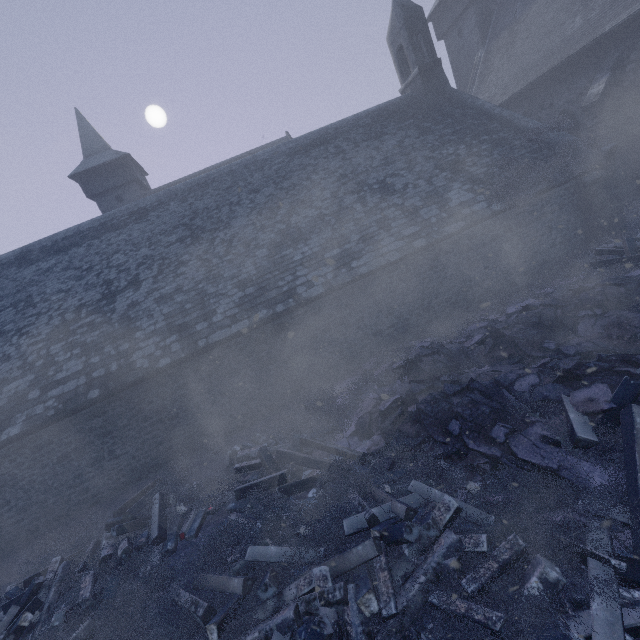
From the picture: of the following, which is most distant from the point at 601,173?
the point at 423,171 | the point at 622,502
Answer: the point at 622,502

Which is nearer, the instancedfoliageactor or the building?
the instancedfoliageactor

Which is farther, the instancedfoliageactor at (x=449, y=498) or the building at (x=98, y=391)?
the building at (x=98, y=391)

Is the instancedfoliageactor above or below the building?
below

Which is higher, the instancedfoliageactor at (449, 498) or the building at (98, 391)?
the building at (98, 391)
